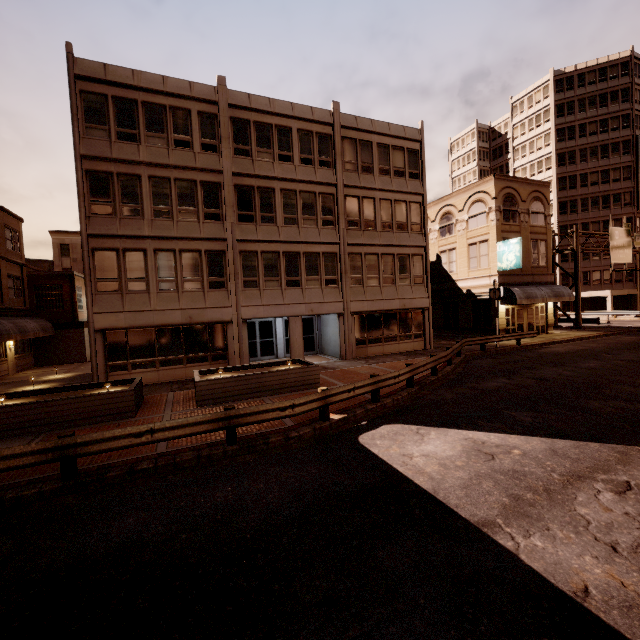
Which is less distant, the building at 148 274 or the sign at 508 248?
the building at 148 274

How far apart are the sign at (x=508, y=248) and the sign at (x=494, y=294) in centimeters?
354cm

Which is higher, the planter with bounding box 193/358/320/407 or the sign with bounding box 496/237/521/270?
the sign with bounding box 496/237/521/270

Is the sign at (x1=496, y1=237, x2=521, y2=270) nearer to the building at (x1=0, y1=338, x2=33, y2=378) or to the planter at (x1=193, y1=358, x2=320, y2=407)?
the planter at (x1=193, y1=358, x2=320, y2=407)

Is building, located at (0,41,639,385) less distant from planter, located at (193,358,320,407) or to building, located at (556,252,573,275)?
planter, located at (193,358,320,407)

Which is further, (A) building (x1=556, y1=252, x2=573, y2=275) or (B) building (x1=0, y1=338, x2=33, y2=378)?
(A) building (x1=556, y1=252, x2=573, y2=275)

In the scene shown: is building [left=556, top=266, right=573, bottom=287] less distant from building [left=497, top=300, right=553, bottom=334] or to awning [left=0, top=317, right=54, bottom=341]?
building [left=497, top=300, right=553, bottom=334]

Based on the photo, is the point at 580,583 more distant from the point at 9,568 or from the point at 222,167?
the point at 222,167
